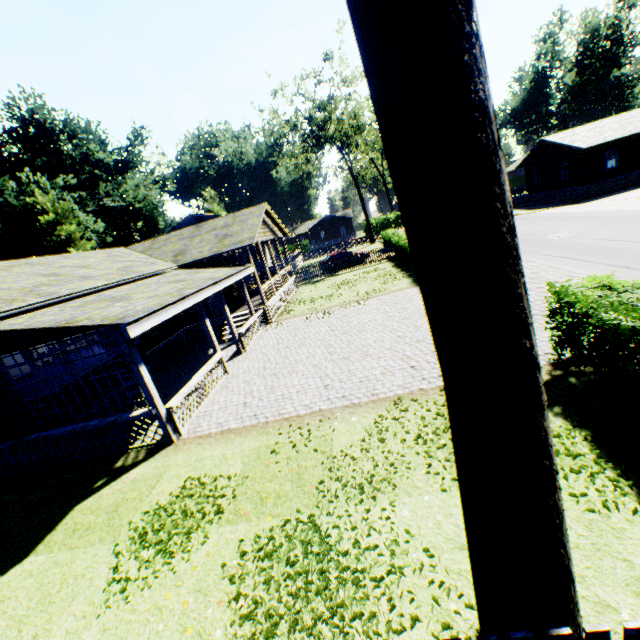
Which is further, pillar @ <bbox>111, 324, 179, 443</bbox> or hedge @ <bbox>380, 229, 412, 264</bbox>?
hedge @ <bbox>380, 229, 412, 264</bbox>

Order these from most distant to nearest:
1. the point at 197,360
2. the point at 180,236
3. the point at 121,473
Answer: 1. the point at 180,236
2. the point at 197,360
3. the point at 121,473

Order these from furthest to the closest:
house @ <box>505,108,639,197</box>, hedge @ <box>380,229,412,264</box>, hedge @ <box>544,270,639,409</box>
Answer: house @ <box>505,108,639,197</box> < hedge @ <box>380,229,412,264</box> < hedge @ <box>544,270,639,409</box>

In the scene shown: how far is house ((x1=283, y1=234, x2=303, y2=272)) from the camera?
40.28m

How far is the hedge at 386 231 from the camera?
22.9m

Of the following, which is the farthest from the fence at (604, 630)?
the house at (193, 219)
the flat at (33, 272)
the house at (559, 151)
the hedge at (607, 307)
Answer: the house at (559, 151)

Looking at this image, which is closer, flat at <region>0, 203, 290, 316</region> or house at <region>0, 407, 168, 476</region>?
house at <region>0, 407, 168, 476</region>

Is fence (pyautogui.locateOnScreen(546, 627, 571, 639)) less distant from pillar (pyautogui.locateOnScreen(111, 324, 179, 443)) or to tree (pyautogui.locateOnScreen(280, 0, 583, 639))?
tree (pyautogui.locateOnScreen(280, 0, 583, 639))
